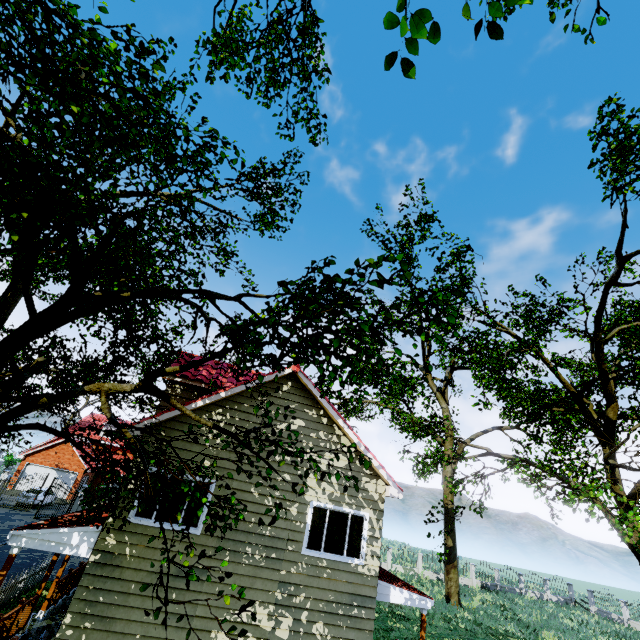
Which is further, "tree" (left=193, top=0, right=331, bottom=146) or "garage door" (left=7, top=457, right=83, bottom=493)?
"garage door" (left=7, top=457, right=83, bottom=493)

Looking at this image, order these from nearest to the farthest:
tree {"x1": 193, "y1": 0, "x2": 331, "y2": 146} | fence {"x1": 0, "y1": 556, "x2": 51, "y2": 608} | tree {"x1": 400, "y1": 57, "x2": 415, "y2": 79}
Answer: tree {"x1": 400, "y1": 57, "x2": 415, "y2": 79}
fence {"x1": 0, "y1": 556, "x2": 51, "y2": 608}
tree {"x1": 193, "y1": 0, "x2": 331, "y2": 146}

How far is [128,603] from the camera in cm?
810

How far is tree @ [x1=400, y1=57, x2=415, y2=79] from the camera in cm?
384

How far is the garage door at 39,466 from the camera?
33.0m

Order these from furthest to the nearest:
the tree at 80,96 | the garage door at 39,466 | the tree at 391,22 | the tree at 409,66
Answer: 1. the garage door at 39,466
2. the tree at 80,96
3. the tree at 409,66
4. the tree at 391,22

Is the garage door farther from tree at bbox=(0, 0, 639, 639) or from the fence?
the fence

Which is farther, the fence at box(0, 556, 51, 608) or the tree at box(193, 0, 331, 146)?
the tree at box(193, 0, 331, 146)
